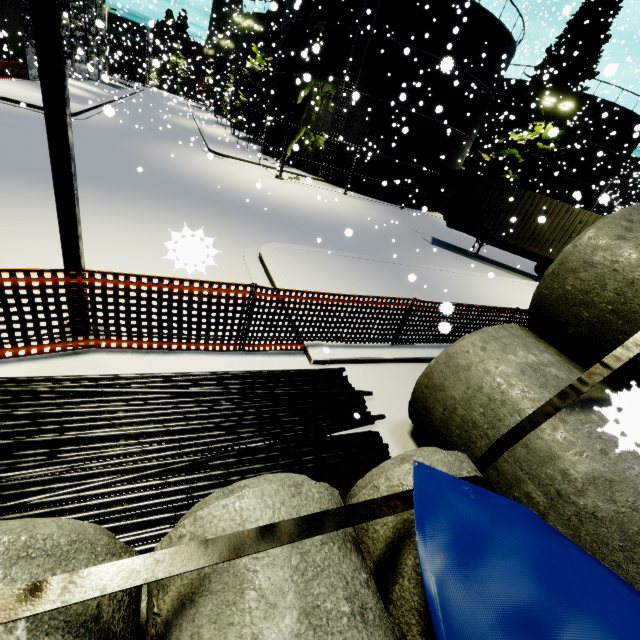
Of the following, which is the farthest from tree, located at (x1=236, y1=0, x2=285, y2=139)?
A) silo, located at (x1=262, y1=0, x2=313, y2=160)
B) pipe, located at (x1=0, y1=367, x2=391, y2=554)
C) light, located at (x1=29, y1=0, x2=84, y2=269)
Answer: pipe, located at (x1=0, y1=367, x2=391, y2=554)

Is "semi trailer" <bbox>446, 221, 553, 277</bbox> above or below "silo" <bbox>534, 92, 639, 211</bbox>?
below

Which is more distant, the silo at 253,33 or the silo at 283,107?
the silo at 253,33

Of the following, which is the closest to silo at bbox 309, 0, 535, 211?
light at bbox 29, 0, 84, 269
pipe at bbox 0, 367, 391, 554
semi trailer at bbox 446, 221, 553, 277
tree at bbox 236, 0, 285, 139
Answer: tree at bbox 236, 0, 285, 139

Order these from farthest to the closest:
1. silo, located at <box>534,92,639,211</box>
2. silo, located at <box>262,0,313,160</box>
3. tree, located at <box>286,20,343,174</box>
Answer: silo, located at <box>534,92,639,211</box>, silo, located at <box>262,0,313,160</box>, tree, located at <box>286,20,343,174</box>

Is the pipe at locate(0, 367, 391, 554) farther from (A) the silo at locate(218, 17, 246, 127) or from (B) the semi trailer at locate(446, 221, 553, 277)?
(B) the semi trailer at locate(446, 221, 553, 277)

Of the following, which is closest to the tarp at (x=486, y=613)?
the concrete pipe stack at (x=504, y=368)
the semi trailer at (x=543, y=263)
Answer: the concrete pipe stack at (x=504, y=368)

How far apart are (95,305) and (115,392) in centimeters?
117cm
